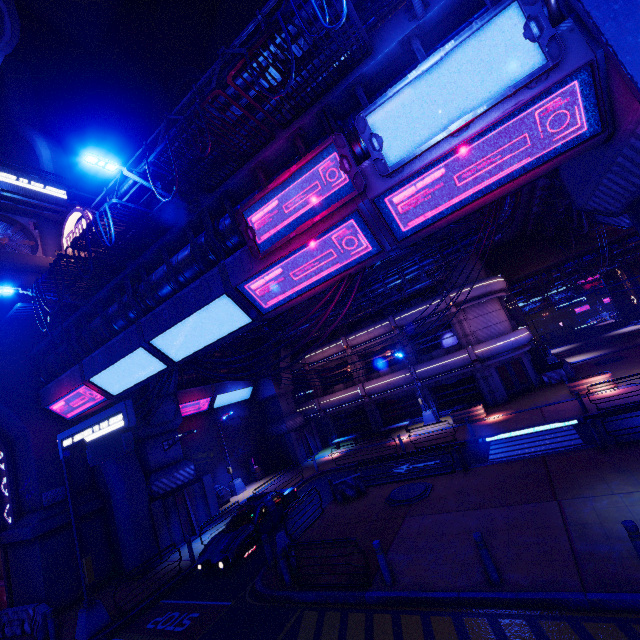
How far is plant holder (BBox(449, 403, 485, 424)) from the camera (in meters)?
21.88

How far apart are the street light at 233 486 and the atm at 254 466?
1.3 meters

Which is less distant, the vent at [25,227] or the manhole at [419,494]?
the manhole at [419,494]

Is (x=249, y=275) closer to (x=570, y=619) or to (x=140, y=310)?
(x=140, y=310)

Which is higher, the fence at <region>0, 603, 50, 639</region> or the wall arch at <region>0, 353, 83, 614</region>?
the wall arch at <region>0, 353, 83, 614</region>

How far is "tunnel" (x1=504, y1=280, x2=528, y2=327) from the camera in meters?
30.6 m

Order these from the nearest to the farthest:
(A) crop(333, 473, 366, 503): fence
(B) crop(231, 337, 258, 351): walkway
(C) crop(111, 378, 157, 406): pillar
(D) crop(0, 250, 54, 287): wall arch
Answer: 1. (A) crop(333, 473, 366, 503): fence
2. (D) crop(0, 250, 54, 287): wall arch
3. (C) crop(111, 378, 157, 406): pillar
4. (B) crop(231, 337, 258, 351): walkway

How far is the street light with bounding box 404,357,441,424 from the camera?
25.4m
